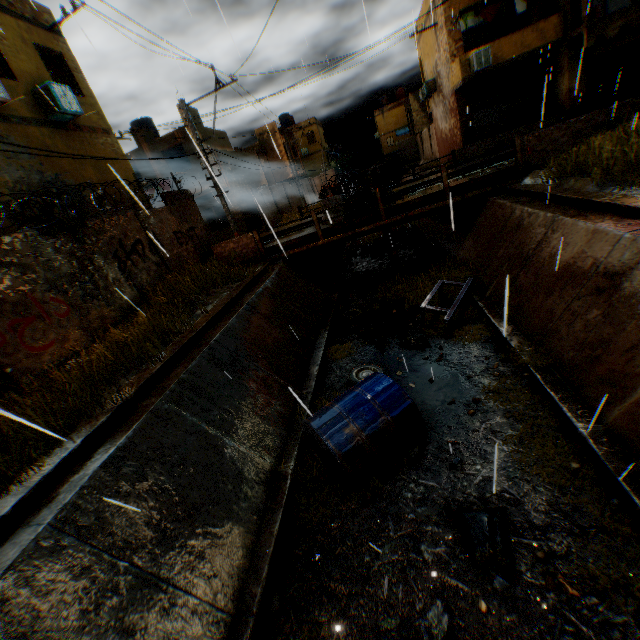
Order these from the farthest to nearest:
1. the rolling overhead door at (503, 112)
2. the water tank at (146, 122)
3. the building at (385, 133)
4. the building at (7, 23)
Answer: the water tank at (146, 122), the rolling overhead door at (503, 112), the building at (385, 133), the building at (7, 23)

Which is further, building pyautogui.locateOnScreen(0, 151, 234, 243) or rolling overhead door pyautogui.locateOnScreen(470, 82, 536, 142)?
rolling overhead door pyautogui.locateOnScreen(470, 82, 536, 142)

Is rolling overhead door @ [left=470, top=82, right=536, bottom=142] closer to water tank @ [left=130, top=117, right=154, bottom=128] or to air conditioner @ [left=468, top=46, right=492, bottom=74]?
air conditioner @ [left=468, top=46, right=492, bottom=74]

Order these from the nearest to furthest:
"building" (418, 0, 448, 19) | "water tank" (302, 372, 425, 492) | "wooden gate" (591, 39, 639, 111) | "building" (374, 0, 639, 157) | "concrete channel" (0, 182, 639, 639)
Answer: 1. "concrete channel" (0, 182, 639, 639)
2. "water tank" (302, 372, 425, 492)
3. "building" (374, 0, 639, 157)
4. "wooden gate" (591, 39, 639, 111)
5. "building" (418, 0, 448, 19)

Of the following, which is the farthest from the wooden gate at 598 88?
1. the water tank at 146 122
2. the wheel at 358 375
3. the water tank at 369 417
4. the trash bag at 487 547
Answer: the water tank at 146 122

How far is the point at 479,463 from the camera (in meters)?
5.17

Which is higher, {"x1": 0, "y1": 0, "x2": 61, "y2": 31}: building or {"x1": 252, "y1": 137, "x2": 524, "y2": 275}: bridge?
{"x1": 0, "y1": 0, "x2": 61, "y2": 31}: building

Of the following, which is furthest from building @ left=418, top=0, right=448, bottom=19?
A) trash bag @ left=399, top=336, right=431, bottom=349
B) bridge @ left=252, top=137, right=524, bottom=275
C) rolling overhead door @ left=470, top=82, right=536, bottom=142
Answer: trash bag @ left=399, top=336, right=431, bottom=349
